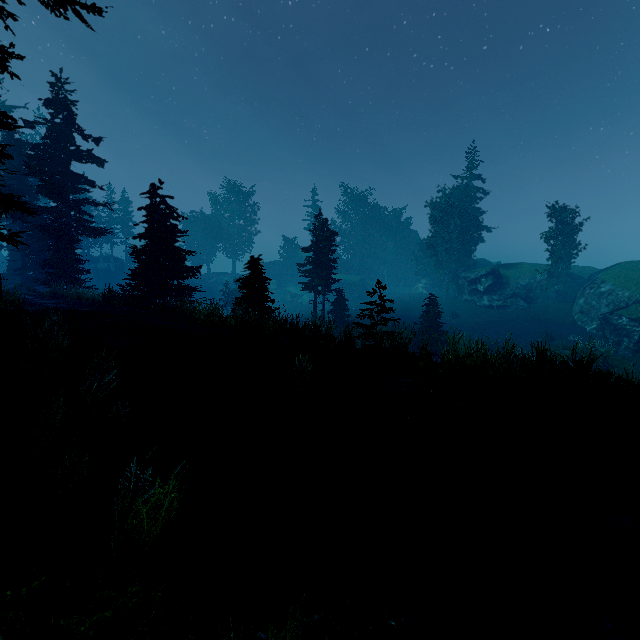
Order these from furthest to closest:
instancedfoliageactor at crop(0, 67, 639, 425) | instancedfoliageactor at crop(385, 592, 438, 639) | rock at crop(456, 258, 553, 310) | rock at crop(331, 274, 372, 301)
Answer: rock at crop(331, 274, 372, 301) → rock at crop(456, 258, 553, 310) → instancedfoliageactor at crop(0, 67, 639, 425) → instancedfoliageactor at crop(385, 592, 438, 639)

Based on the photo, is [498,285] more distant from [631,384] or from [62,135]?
[62,135]

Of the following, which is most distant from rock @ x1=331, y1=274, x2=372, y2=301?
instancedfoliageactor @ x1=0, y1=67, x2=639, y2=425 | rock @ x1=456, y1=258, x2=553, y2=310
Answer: rock @ x1=456, y1=258, x2=553, y2=310

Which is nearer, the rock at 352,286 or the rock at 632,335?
the rock at 632,335

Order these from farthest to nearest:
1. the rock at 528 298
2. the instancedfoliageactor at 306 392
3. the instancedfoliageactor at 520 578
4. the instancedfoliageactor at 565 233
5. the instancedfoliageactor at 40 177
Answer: the rock at 528 298
the instancedfoliageactor at 565 233
the instancedfoliageactor at 40 177
the instancedfoliageactor at 306 392
the instancedfoliageactor at 520 578

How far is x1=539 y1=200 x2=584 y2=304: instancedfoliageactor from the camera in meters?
37.0 m
